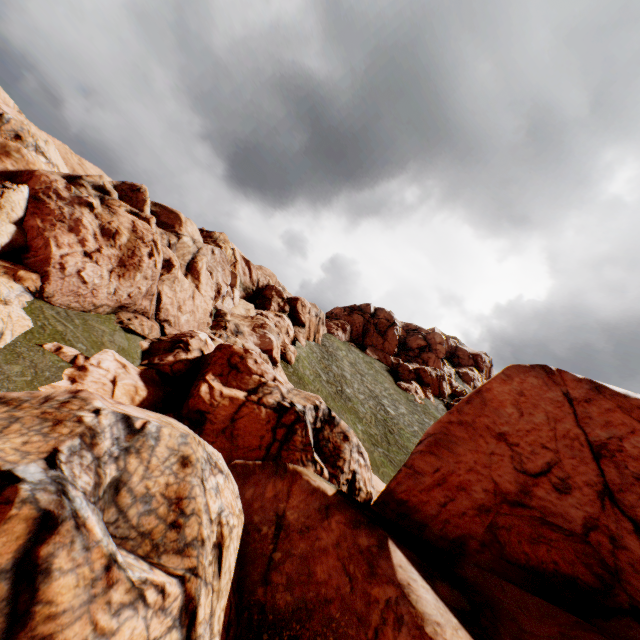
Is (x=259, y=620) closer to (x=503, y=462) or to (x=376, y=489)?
(x=503, y=462)

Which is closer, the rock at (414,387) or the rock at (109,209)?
the rock at (109,209)

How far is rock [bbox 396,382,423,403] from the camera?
56.02m

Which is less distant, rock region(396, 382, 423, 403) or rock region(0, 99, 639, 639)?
rock region(0, 99, 639, 639)

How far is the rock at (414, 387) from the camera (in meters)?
56.02

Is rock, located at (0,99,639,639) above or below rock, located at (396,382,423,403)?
below
